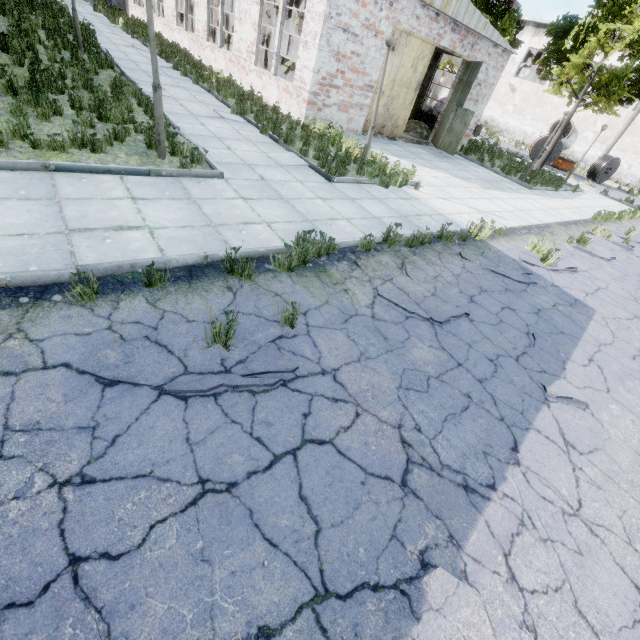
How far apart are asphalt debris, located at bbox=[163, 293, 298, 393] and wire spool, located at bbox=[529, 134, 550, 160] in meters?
30.3 m

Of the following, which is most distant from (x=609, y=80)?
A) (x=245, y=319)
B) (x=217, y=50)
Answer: (x=245, y=319)

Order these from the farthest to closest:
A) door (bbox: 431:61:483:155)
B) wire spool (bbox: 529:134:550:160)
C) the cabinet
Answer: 1. wire spool (bbox: 529:134:550:160)
2. the cabinet
3. door (bbox: 431:61:483:155)

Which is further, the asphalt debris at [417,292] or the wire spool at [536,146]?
the wire spool at [536,146]

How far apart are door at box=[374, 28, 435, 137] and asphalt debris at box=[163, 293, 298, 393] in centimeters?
1451cm

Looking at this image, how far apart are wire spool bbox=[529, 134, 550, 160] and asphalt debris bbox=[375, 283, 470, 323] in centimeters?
2717cm

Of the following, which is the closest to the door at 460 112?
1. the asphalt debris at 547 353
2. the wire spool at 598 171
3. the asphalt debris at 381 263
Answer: the asphalt debris at 381 263

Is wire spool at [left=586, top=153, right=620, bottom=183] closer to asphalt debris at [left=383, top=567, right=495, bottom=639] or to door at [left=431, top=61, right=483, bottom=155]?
door at [left=431, top=61, right=483, bottom=155]
